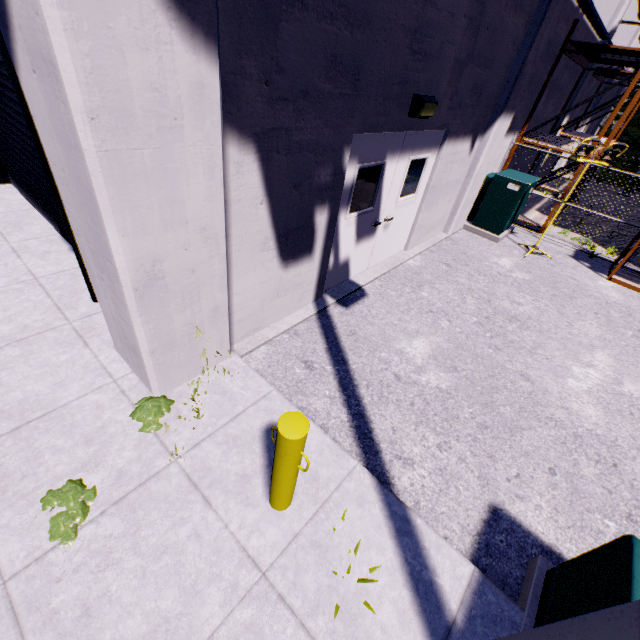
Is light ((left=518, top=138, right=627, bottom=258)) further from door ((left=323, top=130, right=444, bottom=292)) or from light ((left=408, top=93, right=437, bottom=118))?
light ((left=408, top=93, right=437, bottom=118))

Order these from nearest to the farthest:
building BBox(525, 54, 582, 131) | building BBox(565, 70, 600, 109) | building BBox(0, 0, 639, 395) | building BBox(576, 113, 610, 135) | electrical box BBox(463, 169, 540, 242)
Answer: building BBox(0, 0, 639, 395), electrical box BBox(463, 169, 540, 242), building BBox(525, 54, 582, 131), building BBox(565, 70, 600, 109), building BBox(576, 113, 610, 135)

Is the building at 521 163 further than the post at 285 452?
Yes

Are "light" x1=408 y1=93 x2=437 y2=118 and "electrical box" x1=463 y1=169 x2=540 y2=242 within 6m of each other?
yes

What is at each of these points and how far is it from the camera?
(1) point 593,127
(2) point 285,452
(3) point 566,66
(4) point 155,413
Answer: (1) building, 22.31m
(2) post, 2.17m
(3) building, 9.43m
(4) tree, 3.16m

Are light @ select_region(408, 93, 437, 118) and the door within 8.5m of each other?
yes

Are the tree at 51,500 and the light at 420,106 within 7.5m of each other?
yes

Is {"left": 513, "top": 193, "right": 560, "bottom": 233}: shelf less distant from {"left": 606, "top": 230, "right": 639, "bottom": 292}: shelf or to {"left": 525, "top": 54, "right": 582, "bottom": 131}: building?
{"left": 525, "top": 54, "right": 582, "bottom": 131}: building
